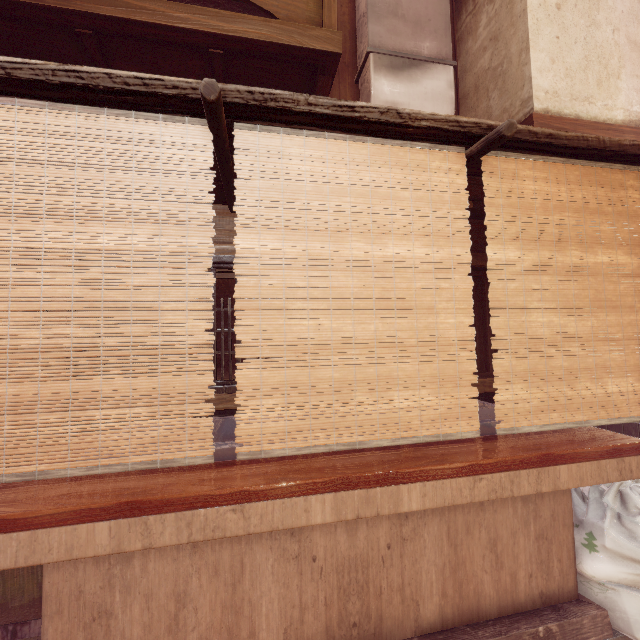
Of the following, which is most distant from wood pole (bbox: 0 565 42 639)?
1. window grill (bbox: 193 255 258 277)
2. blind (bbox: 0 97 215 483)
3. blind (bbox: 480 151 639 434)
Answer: blind (bbox: 480 151 639 434)

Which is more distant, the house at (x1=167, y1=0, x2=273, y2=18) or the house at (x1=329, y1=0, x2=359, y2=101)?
the house at (x1=167, y1=0, x2=273, y2=18)

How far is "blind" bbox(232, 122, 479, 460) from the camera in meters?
2.9 m

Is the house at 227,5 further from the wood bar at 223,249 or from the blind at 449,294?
the blind at 449,294

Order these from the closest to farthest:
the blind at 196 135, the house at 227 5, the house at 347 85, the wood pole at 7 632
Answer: the blind at 196 135, the wood pole at 7 632, the house at 347 85, the house at 227 5

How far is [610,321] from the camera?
3.7m

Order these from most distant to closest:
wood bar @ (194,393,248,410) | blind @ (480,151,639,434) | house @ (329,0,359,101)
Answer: house @ (329,0,359,101), wood bar @ (194,393,248,410), blind @ (480,151,639,434)

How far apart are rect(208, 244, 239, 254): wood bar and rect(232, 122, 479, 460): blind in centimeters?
214cm
